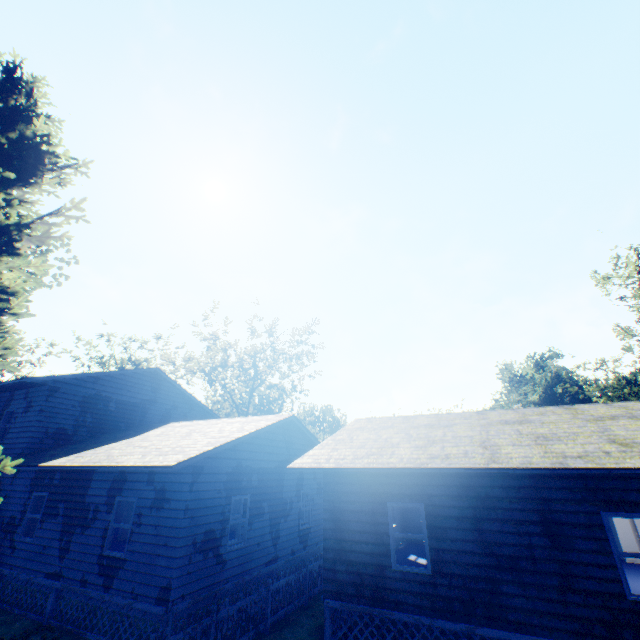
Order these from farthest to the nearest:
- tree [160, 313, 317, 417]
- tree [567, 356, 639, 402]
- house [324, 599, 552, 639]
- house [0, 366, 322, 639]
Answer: tree [567, 356, 639, 402]
tree [160, 313, 317, 417]
house [0, 366, 322, 639]
house [324, 599, 552, 639]

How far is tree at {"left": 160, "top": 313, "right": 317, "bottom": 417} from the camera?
37.0m

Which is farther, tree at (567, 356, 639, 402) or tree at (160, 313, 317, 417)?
tree at (567, 356, 639, 402)

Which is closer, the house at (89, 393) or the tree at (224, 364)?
the house at (89, 393)

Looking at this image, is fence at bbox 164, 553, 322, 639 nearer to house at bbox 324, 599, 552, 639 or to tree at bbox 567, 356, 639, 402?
house at bbox 324, 599, 552, 639

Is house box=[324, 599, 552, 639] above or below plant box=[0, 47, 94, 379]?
below

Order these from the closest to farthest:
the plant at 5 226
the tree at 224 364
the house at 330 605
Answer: the house at 330 605
the plant at 5 226
the tree at 224 364

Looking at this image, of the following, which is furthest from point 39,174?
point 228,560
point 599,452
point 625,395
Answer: point 625,395
